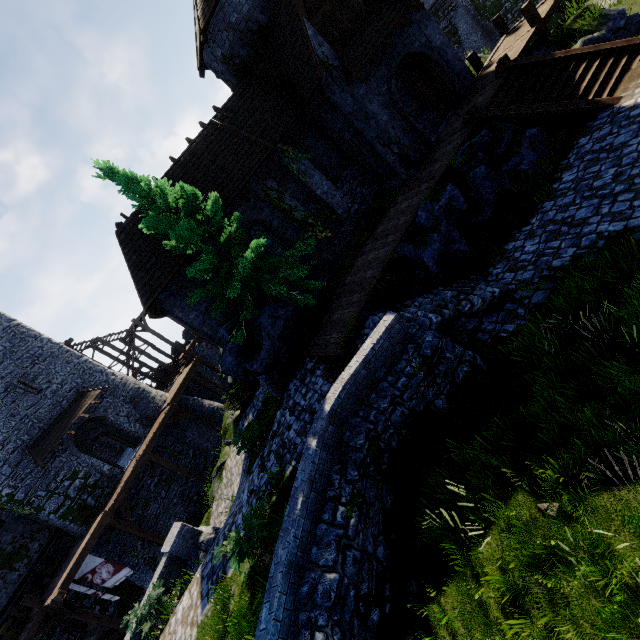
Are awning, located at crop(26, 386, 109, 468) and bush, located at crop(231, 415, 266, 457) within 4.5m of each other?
no

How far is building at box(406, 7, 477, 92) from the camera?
14.99m

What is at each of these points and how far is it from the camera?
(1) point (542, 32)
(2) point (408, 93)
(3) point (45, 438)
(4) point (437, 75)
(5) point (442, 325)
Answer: (1) walkway, 14.4m
(2) building, 18.4m
(3) awning, 20.5m
(4) double door, 15.6m
(5) stairs, 8.6m

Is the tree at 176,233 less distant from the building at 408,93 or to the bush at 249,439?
the building at 408,93

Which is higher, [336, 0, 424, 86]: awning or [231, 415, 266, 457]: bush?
[336, 0, 424, 86]: awning

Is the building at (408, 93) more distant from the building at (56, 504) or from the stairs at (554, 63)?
the building at (56, 504)

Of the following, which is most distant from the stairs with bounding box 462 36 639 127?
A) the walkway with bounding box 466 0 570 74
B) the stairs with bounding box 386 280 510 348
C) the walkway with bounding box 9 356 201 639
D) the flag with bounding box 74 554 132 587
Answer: the flag with bounding box 74 554 132 587

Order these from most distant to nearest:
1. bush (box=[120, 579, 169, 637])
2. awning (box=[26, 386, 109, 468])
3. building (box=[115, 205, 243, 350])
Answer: awning (box=[26, 386, 109, 468]), building (box=[115, 205, 243, 350]), bush (box=[120, 579, 169, 637])
